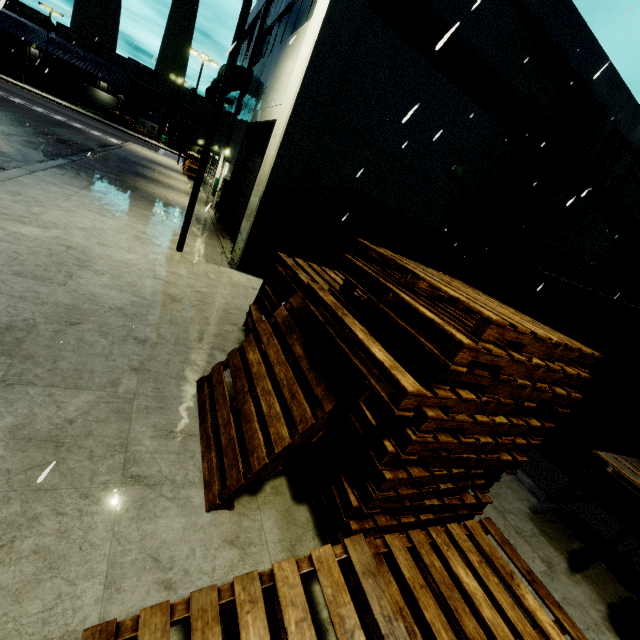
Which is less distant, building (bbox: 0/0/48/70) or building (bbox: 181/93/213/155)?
building (bbox: 0/0/48/70)

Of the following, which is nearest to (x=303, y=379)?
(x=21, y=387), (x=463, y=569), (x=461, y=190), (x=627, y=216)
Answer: (x=463, y=569)

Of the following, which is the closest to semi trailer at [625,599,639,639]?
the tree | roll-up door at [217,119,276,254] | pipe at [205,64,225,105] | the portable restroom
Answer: roll-up door at [217,119,276,254]

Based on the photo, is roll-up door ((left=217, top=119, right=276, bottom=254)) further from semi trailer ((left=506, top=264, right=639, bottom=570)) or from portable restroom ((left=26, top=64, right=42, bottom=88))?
portable restroom ((left=26, top=64, right=42, bottom=88))

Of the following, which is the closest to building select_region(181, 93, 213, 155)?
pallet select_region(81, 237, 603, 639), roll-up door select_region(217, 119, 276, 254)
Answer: roll-up door select_region(217, 119, 276, 254)

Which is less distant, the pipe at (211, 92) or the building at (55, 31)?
the pipe at (211, 92)

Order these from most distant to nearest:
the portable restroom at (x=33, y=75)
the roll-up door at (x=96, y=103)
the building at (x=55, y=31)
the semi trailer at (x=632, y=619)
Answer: the roll-up door at (x=96, y=103) < the building at (x=55, y=31) < the portable restroom at (x=33, y=75) < the semi trailer at (x=632, y=619)

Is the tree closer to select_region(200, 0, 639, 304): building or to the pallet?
select_region(200, 0, 639, 304): building
